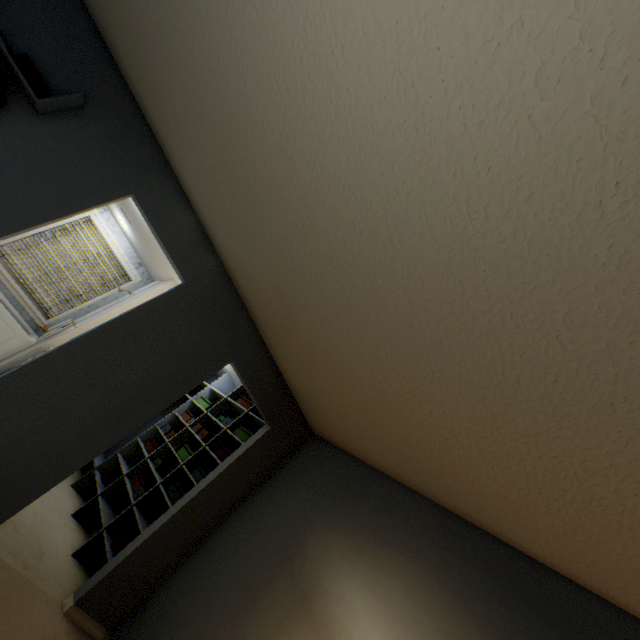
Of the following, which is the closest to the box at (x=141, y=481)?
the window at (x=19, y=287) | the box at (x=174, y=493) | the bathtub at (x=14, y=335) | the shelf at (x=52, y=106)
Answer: the box at (x=174, y=493)

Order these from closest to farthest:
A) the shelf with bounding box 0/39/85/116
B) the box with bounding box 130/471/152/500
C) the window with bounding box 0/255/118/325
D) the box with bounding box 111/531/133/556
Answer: the shelf with bounding box 0/39/85/116
the box with bounding box 111/531/133/556
the box with bounding box 130/471/152/500
the window with bounding box 0/255/118/325

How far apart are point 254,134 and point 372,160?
0.8m

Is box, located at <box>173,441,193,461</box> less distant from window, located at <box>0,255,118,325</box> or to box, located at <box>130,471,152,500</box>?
box, located at <box>130,471,152,500</box>

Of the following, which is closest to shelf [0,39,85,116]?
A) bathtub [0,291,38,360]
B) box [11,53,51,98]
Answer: box [11,53,51,98]

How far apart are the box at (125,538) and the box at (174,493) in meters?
0.5

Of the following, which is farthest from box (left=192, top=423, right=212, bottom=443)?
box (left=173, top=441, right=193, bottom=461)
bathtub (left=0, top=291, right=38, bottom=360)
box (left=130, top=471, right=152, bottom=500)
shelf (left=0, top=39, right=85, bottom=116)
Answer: shelf (left=0, top=39, right=85, bottom=116)

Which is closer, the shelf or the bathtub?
the shelf
